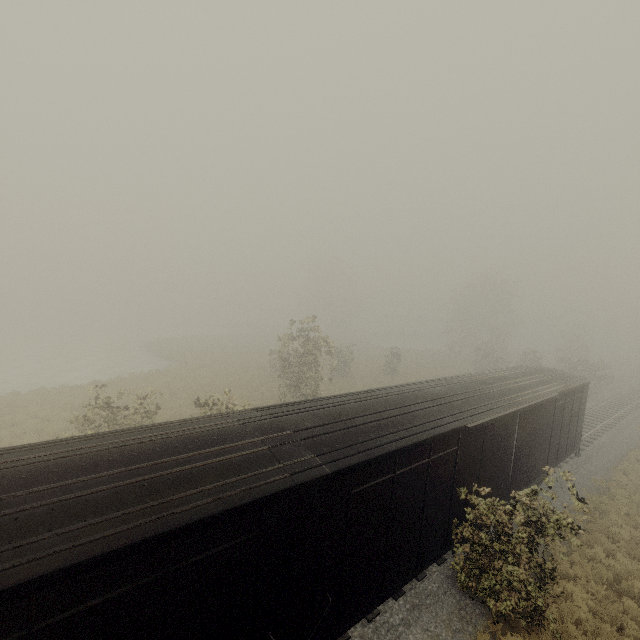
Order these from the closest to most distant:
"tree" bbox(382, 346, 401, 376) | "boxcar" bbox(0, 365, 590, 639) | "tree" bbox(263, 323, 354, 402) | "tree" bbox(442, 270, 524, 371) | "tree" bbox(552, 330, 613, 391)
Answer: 1. "boxcar" bbox(0, 365, 590, 639)
2. "tree" bbox(263, 323, 354, 402)
3. "tree" bbox(552, 330, 613, 391)
4. "tree" bbox(382, 346, 401, 376)
5. "tree" bbox(442, 270, 524, 371)

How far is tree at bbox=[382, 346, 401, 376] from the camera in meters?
35.7 m

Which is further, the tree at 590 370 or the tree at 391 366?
the tree at 391 366

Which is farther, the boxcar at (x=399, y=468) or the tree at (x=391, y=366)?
the tree at (x=391, y=366)

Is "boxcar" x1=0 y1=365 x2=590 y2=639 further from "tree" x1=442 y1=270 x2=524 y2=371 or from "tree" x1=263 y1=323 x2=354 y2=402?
"tree" x1=442 y1=270 x2=524 y2=371

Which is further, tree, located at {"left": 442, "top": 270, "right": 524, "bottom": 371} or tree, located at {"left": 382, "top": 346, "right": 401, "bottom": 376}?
tree, located at {"left": 442, "top": 270, "right": 524, "bottom": 371}

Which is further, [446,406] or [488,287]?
[488,287]

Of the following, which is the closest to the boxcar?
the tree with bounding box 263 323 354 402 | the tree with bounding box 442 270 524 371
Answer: the tree with bounding box 263 323 354 402
